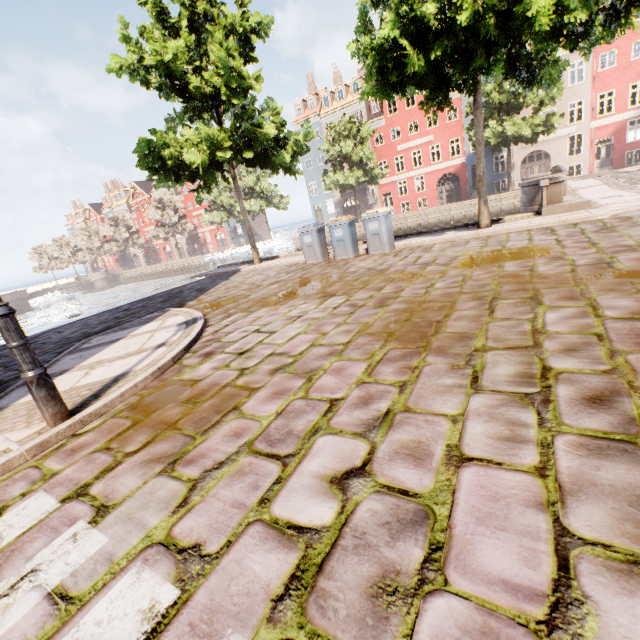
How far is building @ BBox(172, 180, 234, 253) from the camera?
55.38m

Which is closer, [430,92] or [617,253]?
[617,253]

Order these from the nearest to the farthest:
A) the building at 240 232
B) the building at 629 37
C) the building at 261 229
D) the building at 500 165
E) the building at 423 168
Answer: the building at 629 37
the building at 500 165
the building at 423 168
the building at 240 232
the building at 261 229

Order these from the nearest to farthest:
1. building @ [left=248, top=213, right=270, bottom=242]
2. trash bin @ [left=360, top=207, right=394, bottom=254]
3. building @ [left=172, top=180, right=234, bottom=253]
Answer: trash bin @ [left=360, top=207, right=394, bottom=254], building @ [left=248, top=213, right=270, bottom=242], building @ [left=172, top=180, right=234, bottom=253]

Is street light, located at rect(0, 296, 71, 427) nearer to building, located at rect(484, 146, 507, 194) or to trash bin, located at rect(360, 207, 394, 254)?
building, located at rect(484, 146, 507, 194)

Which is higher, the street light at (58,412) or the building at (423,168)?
the building at (423,168)

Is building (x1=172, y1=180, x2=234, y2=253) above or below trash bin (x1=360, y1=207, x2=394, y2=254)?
above
